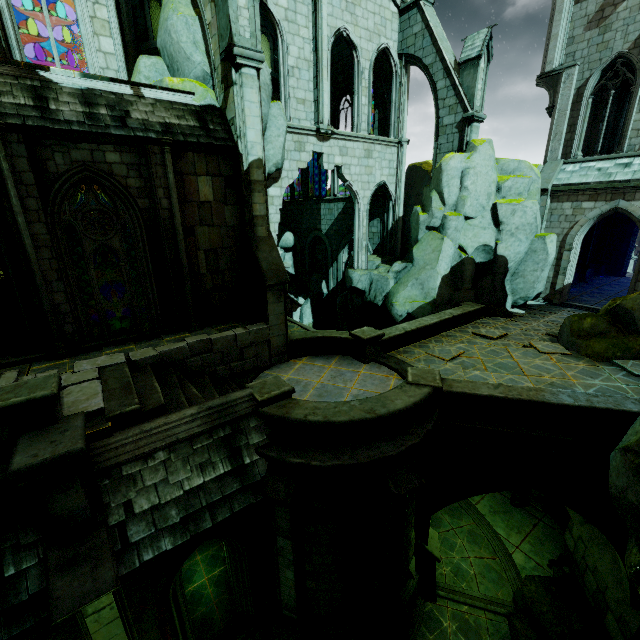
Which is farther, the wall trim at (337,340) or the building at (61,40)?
the building at (61,40)

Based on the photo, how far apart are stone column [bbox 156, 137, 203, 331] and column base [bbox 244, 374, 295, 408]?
3.6m

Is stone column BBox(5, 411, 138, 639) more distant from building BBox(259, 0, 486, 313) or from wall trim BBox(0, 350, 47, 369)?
building BBox(259, 0, 486, 313)

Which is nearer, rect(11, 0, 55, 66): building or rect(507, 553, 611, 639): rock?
rect(507, 553, 611, 639): rock

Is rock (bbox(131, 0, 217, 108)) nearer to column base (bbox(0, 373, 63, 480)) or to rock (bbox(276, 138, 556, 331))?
rock (bbox(276, 138, 556, 331))

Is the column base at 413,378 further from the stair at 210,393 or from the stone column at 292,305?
the stone column at 292,305

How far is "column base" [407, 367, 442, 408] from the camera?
8.5 meters

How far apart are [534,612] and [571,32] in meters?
25.1 m
